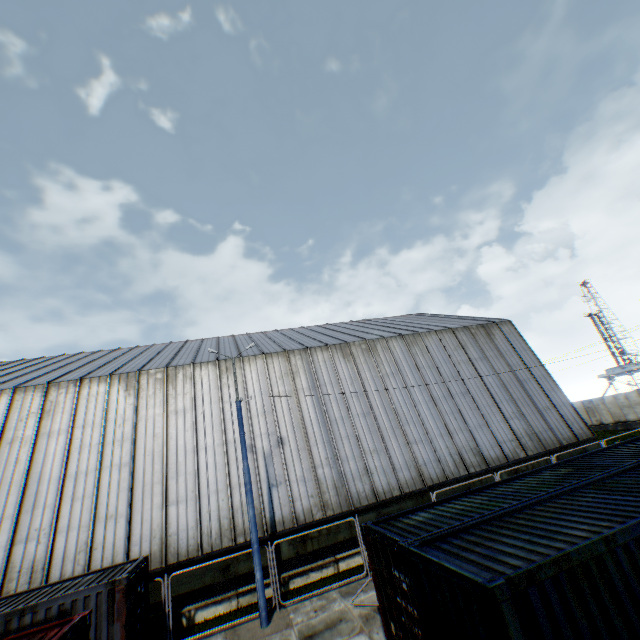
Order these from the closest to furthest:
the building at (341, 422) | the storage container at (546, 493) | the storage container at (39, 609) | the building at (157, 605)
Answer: the storage container at (546, 493) → the storage container at (39, 609) → the building at (157, 605) → the building at (341, 422)

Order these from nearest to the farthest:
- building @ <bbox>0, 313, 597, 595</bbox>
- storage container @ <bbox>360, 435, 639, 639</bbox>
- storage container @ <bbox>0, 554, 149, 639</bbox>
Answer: storage container @ <bbox>360, 435, 639, 639</bbox> < storage container @ <bbox>0, 554, 149, 639</bbox> < building @ <bbox>0, 313, 597, 595</bbox>

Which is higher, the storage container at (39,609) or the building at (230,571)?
the storage container at (39,609)

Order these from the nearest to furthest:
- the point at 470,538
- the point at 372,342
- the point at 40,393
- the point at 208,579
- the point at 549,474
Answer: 1. the point at 470,538
2. the point at 549,474
3. the point at 208,579
4. the point at 40,393
5. the point at 372,342

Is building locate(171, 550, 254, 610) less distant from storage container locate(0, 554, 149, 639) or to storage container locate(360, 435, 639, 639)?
storage container locate(0, 554, 149, 639)

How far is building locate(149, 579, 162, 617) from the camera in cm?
1286

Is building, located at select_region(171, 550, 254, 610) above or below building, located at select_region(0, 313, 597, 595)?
below

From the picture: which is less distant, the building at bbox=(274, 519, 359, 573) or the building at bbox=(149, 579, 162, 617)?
the building at bbox=(149, 579, 162, 617)
